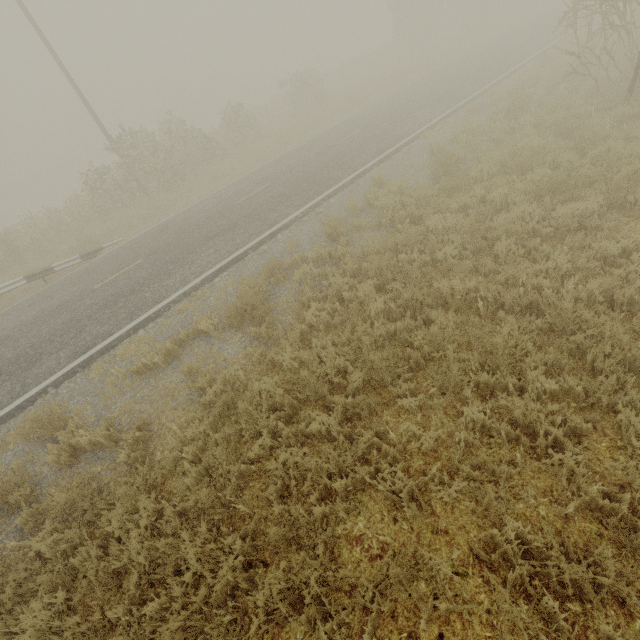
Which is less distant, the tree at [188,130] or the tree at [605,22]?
the tree at [605,22]

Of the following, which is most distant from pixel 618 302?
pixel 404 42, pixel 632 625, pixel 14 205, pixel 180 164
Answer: pixel 14 205

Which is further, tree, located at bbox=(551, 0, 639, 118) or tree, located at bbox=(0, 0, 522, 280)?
tree, located at bbox=(0, 0, 522, 280)
